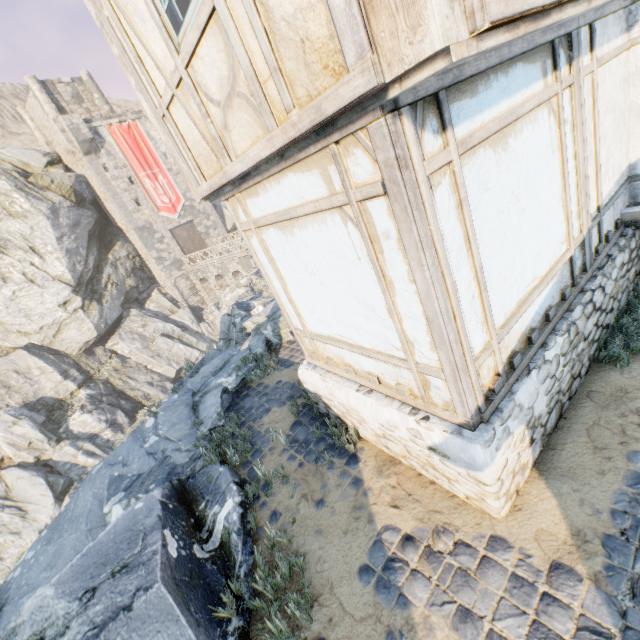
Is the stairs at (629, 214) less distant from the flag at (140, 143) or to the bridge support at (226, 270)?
the flag at (140, 143)

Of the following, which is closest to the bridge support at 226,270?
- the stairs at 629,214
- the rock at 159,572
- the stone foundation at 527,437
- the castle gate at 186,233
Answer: the rock at 159,572

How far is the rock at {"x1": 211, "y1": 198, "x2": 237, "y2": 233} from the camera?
37.03m

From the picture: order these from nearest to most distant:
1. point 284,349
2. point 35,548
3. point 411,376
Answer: point 411,376
point 35,548
point 284,349

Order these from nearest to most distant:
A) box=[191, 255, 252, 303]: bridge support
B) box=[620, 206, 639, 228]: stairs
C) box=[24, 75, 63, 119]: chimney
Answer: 1. box=[620, 206, 639, 228]: stairs
2. box=[191, 255, 252, 303]: bridge support
3. box=[24, 75, 63, 119]: chimney

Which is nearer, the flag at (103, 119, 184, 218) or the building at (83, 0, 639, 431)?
the building at (83, 0, 639, 431)

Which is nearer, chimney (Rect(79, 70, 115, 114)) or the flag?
the flag

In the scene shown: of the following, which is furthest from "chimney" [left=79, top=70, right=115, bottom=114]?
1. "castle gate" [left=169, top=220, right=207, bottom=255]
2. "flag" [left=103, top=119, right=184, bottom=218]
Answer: "castle gate" [left=169, top=220, right=207, bottom=255]
